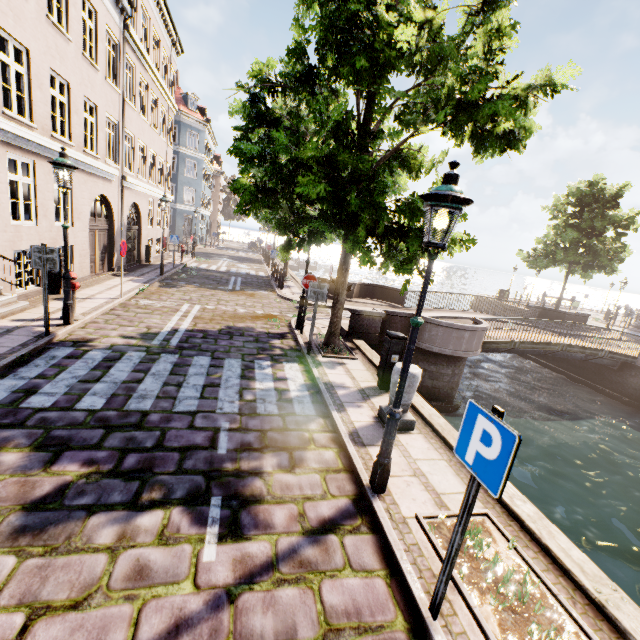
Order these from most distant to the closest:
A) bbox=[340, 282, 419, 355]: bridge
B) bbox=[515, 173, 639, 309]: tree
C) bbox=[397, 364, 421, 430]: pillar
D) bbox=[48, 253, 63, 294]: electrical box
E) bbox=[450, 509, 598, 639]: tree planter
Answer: bbox=[515, 173, 639, 309]: tree, bbox=[340, 282, 419, 355]: bridge, bbox=[48, 253, 63, 294]: electrical box, bbox=[397, 364, 421, 430]: pillar, bbox=[450, 509, 598, 639]: tree planter

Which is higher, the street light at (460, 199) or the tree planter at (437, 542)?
the street light at (460, 199)

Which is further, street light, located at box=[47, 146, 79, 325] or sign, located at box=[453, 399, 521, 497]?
street light, located at box=[47, 146, 79, 325]

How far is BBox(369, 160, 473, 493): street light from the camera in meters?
3.1 m

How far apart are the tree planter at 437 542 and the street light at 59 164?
8.5 meters

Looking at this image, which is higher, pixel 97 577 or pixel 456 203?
pixel 456 203

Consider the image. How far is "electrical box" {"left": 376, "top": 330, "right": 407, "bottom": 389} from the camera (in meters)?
6.82

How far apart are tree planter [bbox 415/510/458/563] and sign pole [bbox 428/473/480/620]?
0.3m
